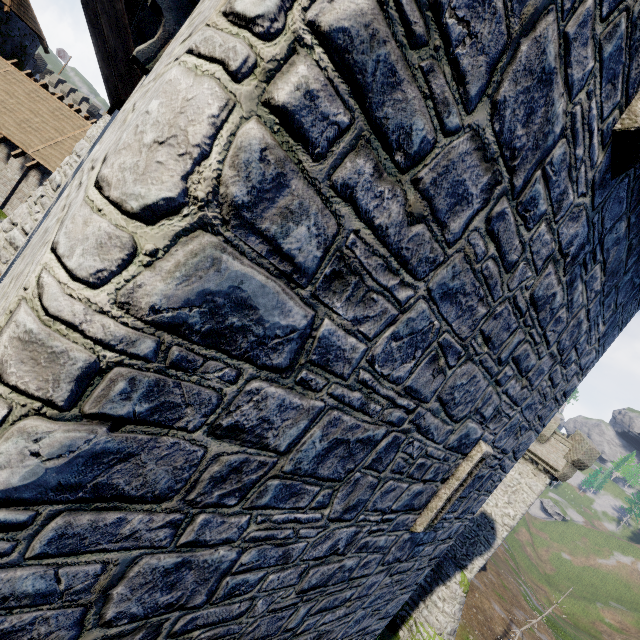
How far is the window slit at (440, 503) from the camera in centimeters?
554cm

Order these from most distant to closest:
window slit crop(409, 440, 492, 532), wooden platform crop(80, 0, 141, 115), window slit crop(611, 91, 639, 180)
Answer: window slit crop(409, 440, 492, 532)
wooden platform crop(80, 0, 141, 115)
window slit crop(611, 91, 639, 180)

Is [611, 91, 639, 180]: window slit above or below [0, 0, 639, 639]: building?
above

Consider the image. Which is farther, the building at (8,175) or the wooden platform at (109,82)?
the building at (8,175)

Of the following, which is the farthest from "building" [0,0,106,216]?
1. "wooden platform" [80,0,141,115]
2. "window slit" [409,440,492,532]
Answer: "window slit" [409,440,492,532]

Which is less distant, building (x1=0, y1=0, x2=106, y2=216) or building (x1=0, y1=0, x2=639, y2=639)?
building (x1=0, y1=0, x2=639, y2=639)

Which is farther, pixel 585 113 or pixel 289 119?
pixel 585 113

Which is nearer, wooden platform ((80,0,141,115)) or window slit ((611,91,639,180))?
window slit ((611,91,639,180))
